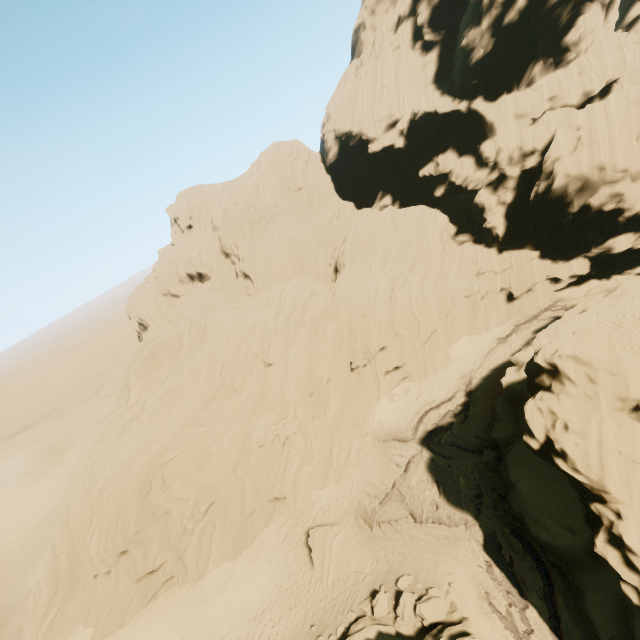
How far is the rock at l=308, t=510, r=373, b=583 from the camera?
21.6m

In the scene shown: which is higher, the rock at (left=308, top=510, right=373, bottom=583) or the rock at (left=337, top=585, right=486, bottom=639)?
the rock at (left=337, top=585, right=486, bottom=639)

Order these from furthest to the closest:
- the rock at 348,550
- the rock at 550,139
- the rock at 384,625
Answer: the rock at 348,550
the rock at 550,139
the rock at 384,625

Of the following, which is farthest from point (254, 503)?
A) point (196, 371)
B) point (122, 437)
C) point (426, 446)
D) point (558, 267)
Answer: point (558, 267)

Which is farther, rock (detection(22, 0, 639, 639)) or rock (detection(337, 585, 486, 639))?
rock (detection(22, 0, 639, 639))

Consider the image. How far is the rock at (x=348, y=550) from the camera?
21.58m
